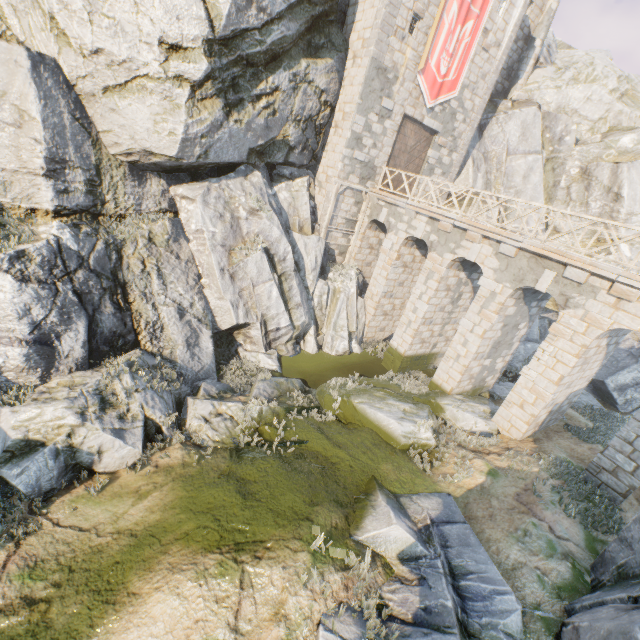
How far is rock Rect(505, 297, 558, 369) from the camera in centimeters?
2109cm

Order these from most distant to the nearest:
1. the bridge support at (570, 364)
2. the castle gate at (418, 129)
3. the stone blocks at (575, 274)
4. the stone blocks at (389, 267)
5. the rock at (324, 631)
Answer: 1. the castle gate at (418, 129)
2. the stone blocks at (389, 267)
3. the bridge support at (570, 364)
4. the stone blocks at (575, 274)
5. the rock at (324, 631)

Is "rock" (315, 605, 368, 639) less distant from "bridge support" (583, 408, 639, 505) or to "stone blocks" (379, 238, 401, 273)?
"bridge support" (583, 408, 639, 505)

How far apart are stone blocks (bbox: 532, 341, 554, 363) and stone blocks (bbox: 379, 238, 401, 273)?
7.8 meters

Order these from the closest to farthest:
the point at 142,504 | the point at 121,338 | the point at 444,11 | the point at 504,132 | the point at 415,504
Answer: the point at 142,504 → the point at 415,504 → the point at 121,338 → the point at 444,11 → the point at 504,132

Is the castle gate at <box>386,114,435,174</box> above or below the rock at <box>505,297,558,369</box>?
above

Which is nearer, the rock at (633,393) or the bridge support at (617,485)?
the bridge support at (617,485)

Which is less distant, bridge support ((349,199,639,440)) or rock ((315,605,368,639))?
rock ((315,605,368,639))
